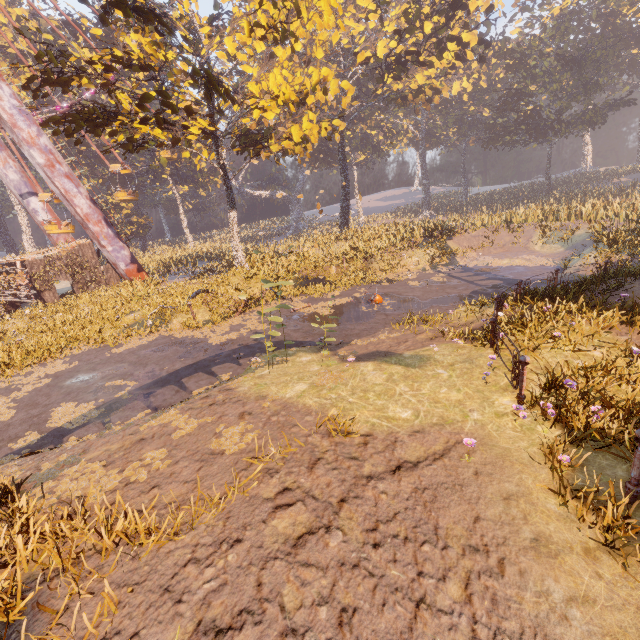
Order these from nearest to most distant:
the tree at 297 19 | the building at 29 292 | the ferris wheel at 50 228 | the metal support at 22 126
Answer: the tree at 297 19, the metal support at 22 126, the building at 29 292, the ferris wheel at 50 228

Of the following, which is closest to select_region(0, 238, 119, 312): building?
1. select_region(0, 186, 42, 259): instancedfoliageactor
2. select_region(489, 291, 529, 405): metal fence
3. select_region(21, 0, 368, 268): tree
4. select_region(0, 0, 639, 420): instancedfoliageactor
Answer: select_region(0, 186, 42, 259): instancedfoliageactor

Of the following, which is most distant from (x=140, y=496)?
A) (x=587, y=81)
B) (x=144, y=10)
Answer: (x=587, y=81)

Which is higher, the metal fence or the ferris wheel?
the ferris wheel

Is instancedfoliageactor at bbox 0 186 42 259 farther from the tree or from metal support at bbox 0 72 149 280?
the tree

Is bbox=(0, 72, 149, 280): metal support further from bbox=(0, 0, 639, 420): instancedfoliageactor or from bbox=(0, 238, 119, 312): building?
bbox=(0, 0, 639, 420): instancedfoliageactor

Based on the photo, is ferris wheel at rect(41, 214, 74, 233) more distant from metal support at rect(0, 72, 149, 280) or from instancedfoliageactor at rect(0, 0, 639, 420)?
instancedfoliageactor at rect(0, 0, 639, 420)

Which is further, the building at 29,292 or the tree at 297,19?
the building at 29,292
